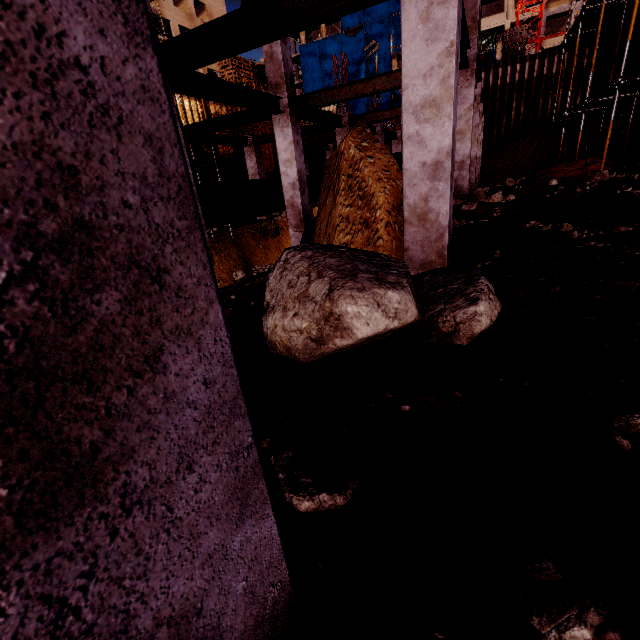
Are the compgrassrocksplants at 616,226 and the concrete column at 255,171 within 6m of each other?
no

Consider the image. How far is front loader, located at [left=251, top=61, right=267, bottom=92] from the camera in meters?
27.5 m

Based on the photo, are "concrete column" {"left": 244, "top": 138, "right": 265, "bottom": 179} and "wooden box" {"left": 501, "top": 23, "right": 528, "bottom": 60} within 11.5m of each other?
no

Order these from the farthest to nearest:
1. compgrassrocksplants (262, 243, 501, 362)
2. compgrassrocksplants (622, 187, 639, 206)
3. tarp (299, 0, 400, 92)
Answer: tarp (299, 0, 400, 92) < compgrassrocksplants (622, 187, 639, 206) < compgrassrocksplants (262, 243, 501, 362)

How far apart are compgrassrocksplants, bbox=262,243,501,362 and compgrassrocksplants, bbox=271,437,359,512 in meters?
0.9 m

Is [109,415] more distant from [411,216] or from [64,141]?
[411,216]

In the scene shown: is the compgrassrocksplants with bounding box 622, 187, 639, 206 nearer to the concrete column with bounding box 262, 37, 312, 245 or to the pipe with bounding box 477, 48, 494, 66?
the concrete column with bounding box 262, 37, 312, 245

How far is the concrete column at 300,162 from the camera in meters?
9.1 m
